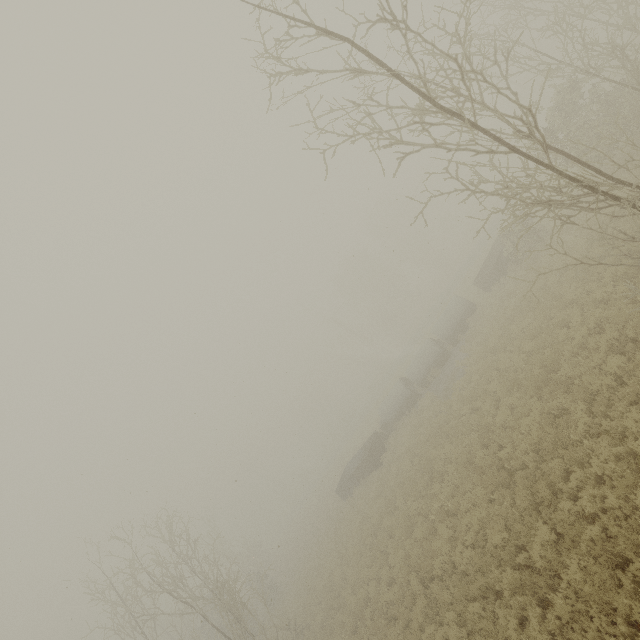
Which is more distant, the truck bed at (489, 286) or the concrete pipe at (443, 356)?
the concrete pipe at (443, 356)

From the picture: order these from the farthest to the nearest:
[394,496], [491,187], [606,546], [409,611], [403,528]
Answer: [491,187] → [394,496] → [403,528] → [409,611] → [606,546]

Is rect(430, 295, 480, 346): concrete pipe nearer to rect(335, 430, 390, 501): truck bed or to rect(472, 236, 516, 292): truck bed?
rect(472, 236, 516, 292): truck bed

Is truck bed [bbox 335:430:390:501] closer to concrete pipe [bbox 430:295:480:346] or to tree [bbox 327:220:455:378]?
concrete pipe [bbox 430:295:480:346]

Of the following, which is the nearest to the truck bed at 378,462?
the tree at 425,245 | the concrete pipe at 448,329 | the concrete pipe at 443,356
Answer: the concrete pipe at 443,356

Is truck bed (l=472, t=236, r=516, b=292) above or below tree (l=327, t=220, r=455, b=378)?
below

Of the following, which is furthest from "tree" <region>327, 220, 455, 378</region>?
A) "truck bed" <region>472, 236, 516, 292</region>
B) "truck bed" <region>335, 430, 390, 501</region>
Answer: "truck bed" <region>335, 430, 390, 501</region>

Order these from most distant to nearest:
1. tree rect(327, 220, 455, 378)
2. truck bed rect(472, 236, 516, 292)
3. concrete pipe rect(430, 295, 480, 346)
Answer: tree rect(327, 220, 455, 378) → concrete pipe rect(430, 295, 480, 346) → truck bed rect(472, 236, 516, 292)
